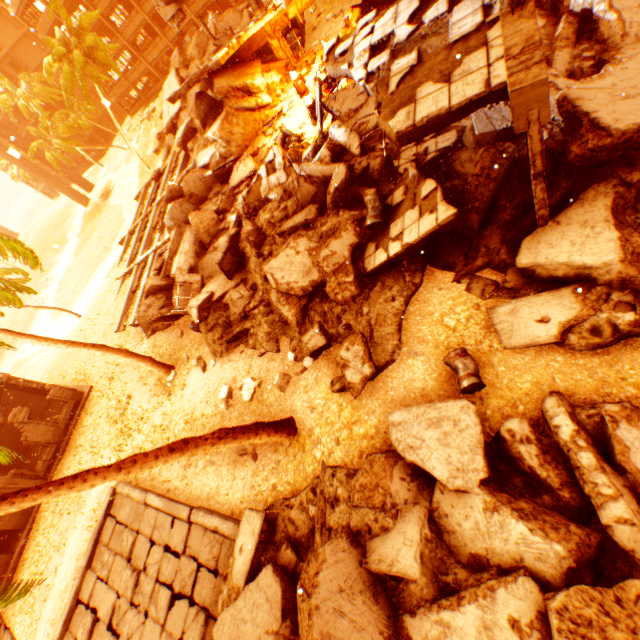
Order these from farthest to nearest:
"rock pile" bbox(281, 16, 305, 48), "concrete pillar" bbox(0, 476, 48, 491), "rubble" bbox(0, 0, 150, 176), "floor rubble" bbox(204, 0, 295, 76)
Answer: "rubble" bbox(0, 0, 150, 176) < "rock pile" bbox(281, 16, 305, 48) < "concrete pillar" bbox(0, 476, 48, 491) < "floor rubble" bbox(204, 0, 295, 76)

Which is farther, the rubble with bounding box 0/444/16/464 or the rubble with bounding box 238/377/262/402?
the rubble with bounding box 238/377/262/402

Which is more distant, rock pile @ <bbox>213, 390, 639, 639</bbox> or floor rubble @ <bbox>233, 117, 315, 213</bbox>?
floor rubble @ <bbox>233, 117, 315, 213</bbox>

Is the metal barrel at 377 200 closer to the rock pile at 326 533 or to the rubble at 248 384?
the rock pile at 326 533

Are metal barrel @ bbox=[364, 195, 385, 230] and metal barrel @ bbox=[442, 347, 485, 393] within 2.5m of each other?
no

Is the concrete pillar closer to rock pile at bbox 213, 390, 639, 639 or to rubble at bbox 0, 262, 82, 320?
rubble at bbox 0, 262, 82, 320

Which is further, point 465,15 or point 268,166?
point 268,166

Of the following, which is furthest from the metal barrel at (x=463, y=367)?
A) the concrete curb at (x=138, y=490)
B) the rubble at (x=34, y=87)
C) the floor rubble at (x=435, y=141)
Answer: the concrete curb at (x=138, y=490)
